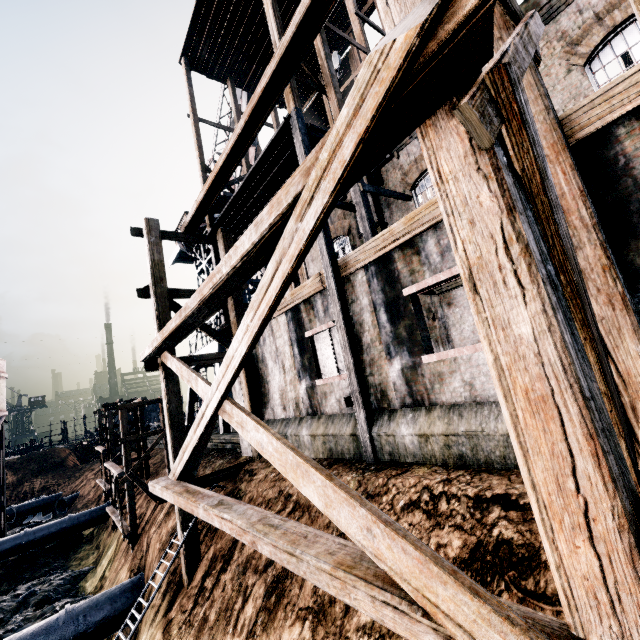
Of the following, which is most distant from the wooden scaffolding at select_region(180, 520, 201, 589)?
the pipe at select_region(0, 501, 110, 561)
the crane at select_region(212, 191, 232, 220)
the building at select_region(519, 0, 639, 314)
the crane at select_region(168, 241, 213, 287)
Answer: the pipe at select_region(0, 501, 110, 561)

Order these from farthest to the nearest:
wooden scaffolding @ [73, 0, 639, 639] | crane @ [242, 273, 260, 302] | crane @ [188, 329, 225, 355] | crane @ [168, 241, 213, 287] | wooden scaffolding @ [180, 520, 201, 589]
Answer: crane @ [168, 241, 213, 287]
crane @ [242, 273, 260, 302]
crane @ [188, 329, 225, 355]
wooden scaffolding @ [180, 520, 201, 589]
wooden scaffolding @ [73, 0, 639, 639]

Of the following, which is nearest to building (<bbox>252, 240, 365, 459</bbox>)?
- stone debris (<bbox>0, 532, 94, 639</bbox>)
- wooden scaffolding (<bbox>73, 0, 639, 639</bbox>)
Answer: wooden scaffolding (<bbox>73, 0, 639, 639</bbox>)

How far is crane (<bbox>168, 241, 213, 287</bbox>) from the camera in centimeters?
2819cm

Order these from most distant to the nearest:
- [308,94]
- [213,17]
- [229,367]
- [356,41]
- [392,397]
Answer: [308,94] → [213,17] → [356,41] → [392,397] → [229,367]

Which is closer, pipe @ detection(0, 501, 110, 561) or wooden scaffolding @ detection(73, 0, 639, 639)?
wooden scaffolding @ detection(73, 0, 639, 639)

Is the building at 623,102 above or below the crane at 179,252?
below

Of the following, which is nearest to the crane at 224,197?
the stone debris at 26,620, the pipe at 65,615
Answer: the pipe at 65,615
